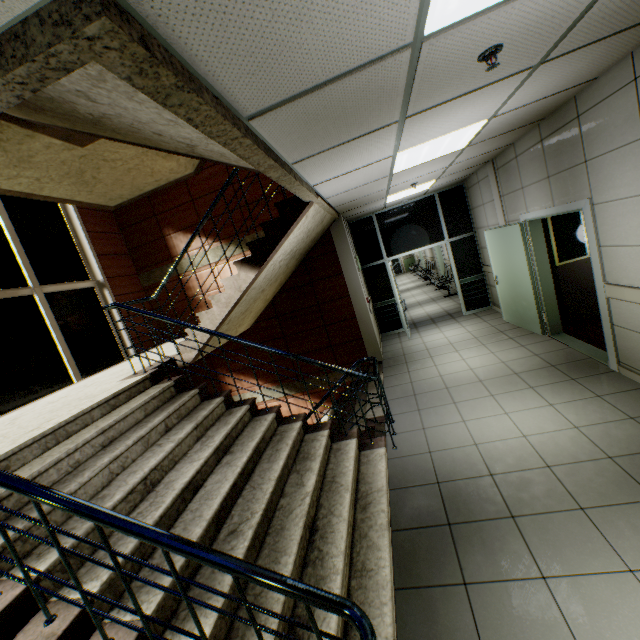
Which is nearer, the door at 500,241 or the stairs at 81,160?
the stairs at 81,160

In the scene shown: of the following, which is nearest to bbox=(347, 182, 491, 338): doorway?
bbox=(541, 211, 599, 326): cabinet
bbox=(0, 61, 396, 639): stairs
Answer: bbox=(0, 61, 396, 639): stairs

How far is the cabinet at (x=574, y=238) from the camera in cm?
543

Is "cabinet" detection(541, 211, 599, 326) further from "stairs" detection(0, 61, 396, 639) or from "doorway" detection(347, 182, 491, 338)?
"stairs" detection(0, 61, 396, 639)

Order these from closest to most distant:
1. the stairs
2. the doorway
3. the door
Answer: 1. the stairs
2. the door
3. the doorway

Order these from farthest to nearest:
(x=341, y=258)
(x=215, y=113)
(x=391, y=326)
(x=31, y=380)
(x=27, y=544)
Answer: (x=391, y=326) < (x=341, y=258) < (x=31, y=380) < (x=27, y=544) < (x=215, y=113)

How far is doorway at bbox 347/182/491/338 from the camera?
8.05m

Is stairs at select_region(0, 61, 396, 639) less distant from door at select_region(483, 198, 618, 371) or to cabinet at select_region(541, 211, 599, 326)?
door at select_region(483, 198, 618, 371)
